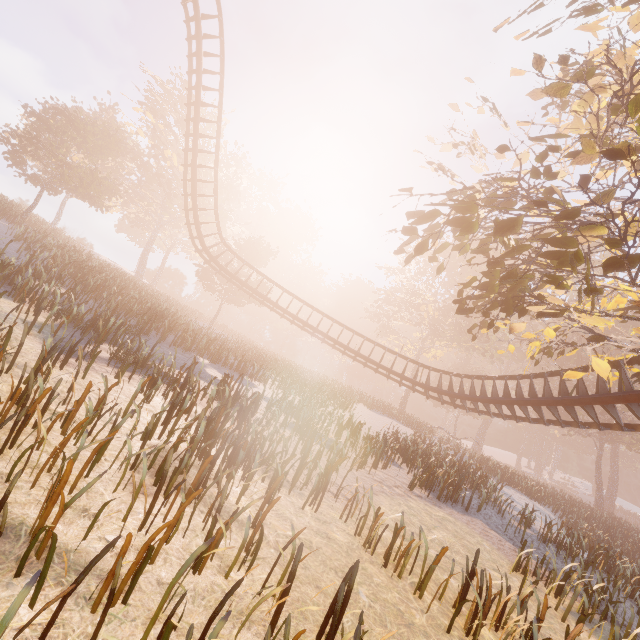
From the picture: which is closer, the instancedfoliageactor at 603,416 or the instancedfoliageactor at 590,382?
the instancedfoliageactor at 603,416

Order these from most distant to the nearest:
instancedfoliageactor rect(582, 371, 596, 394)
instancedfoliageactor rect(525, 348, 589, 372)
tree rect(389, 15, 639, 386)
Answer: instancedfoliageactor rect(525, 348, 589, 372) → instancedfoliageactor rect(582, 371, 596, 394) → tree rect(389, 15, 639, 386)

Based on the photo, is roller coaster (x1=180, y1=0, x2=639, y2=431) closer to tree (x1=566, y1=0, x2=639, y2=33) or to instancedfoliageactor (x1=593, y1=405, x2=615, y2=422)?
tree (x1=566, y1=0, x2=639, y2=33)

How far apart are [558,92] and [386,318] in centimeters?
3714cm

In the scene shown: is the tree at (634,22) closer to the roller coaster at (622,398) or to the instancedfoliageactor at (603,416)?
the roller coaster at (622,398)

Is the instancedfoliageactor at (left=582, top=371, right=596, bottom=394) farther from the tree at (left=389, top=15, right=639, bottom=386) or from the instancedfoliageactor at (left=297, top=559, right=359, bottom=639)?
the instancedfoliageactor at (left=297, top=559, right=359, bottom=639)

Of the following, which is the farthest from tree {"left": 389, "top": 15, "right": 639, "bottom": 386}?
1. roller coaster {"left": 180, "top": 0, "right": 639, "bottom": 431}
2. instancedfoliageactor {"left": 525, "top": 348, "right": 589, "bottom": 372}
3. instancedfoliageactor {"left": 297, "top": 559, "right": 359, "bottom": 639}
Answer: instancedfoliageactor {"left": 525, "top": 348, "right": 589, "bottom": 372}
